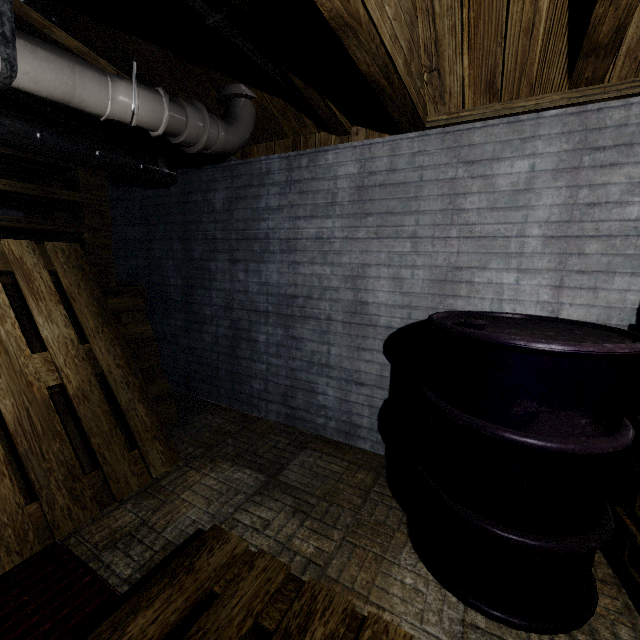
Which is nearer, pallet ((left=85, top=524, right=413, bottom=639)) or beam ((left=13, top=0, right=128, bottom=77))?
pallet ((left=85, top=524, right=413, bottom=639))

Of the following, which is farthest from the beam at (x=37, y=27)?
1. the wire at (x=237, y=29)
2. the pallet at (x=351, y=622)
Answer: the pallet at (x=351, y=622)

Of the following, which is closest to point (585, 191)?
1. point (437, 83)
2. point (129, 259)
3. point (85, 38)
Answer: point (437, 83)

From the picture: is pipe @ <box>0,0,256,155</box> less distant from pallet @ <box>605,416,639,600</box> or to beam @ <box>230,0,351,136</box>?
beam @ <box>230,0,351,136</box>

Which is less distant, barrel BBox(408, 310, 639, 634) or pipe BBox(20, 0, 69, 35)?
barrel BBox(408, 310, 639, 634)

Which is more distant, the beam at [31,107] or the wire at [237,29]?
the beam at [31,107]

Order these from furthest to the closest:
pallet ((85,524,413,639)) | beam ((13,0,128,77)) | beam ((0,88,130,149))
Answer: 1. beam ((0,88,130,149))
2. beam ((13,0,128,77))
3. pallet ((85,524,413,639))

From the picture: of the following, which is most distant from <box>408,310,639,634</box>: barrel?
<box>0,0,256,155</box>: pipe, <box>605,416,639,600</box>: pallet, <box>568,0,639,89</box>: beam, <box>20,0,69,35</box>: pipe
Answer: <box>20,0,69,35</box>: pipe
